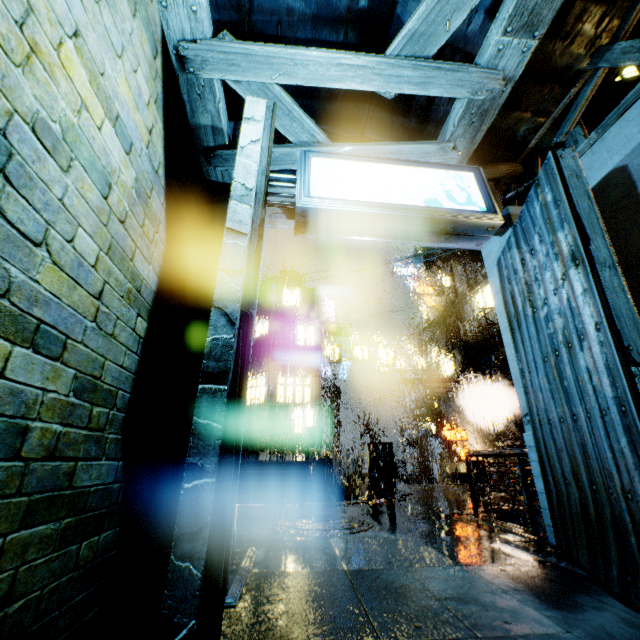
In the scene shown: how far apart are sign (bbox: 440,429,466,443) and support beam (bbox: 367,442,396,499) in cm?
1041

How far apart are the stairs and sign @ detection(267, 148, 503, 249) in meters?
10.2 m

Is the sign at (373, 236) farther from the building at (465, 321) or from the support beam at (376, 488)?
the support beam at (376, 488)

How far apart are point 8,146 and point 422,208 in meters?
3.8

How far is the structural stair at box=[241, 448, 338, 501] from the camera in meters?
11.4 m

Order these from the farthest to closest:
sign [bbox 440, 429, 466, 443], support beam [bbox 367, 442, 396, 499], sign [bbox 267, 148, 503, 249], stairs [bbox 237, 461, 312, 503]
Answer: sign [bbox 440, 429, 466, 443] → support beam [bbox 367, 442, 396, 499] → stairs [bbox 237, 461, 312, 503] → sign [bbox 267, 148, 503, 249]

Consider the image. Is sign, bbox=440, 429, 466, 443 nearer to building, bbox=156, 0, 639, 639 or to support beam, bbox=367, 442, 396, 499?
building, bbox=156, 0, 639, 639

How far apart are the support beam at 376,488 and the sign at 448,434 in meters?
10.4 m
